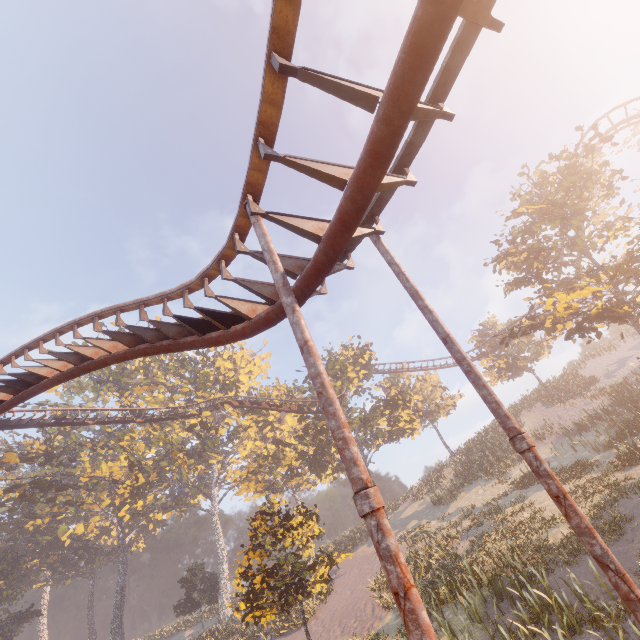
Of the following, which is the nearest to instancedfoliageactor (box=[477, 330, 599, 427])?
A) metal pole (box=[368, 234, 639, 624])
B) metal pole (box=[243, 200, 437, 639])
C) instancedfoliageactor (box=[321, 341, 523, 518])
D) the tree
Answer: instancedfoliageactor (box=[321, 341, 523, 518])

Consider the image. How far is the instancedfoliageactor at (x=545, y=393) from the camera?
35.91m

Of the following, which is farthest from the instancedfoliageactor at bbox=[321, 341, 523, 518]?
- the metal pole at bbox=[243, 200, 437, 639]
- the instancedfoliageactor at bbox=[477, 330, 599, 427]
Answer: the instancedfoliageactor at bbox=[477, 330, 599, 427]

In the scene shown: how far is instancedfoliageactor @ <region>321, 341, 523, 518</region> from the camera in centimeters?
3162cm

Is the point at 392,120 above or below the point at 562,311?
below

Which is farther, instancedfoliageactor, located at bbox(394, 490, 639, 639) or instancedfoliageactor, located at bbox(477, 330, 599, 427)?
instancedfoliageactor, located at bbox(477, 330, 599, 427)

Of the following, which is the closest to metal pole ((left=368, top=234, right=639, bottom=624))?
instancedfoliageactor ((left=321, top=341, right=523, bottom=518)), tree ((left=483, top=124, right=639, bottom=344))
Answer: instancedfoliageactor ((left=321, top=341, right=523, bottom=518))

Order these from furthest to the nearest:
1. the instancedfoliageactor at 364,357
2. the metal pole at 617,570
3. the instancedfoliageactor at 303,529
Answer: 1. the instancedfoliageactor at 364,357
2. the instancedfoliageactor at 303,529
3. the metal pole at 617,570
